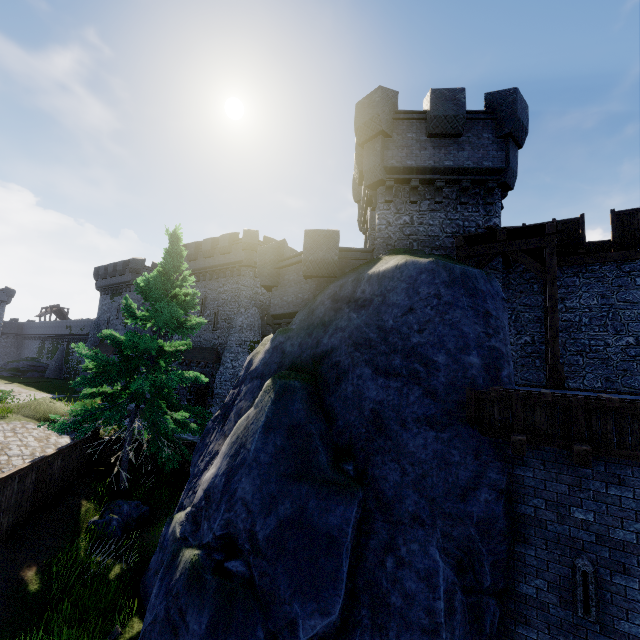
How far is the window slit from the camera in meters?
5.8

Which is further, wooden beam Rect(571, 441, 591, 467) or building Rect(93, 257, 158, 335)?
building Rect(93, 257, 158, 335)

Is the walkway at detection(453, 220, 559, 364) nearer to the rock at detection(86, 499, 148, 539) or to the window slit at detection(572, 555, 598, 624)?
the window slit at detection(572, 555, 598, 624)

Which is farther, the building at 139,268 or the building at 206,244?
the building at 139,268

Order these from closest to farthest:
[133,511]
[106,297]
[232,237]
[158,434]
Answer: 1. [133,511]
2. [158,434]
3. [232,237]
4. [106,297]

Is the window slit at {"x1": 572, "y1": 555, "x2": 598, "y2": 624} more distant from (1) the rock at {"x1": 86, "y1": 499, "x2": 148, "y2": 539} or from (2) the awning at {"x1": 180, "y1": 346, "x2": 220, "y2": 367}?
(2) the awning at {"x1": 180, "y1": 346, "x2": 220, "y2": 367}

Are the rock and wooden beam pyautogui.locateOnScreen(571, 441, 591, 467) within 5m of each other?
no

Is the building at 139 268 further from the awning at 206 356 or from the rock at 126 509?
the rock at 126 509
